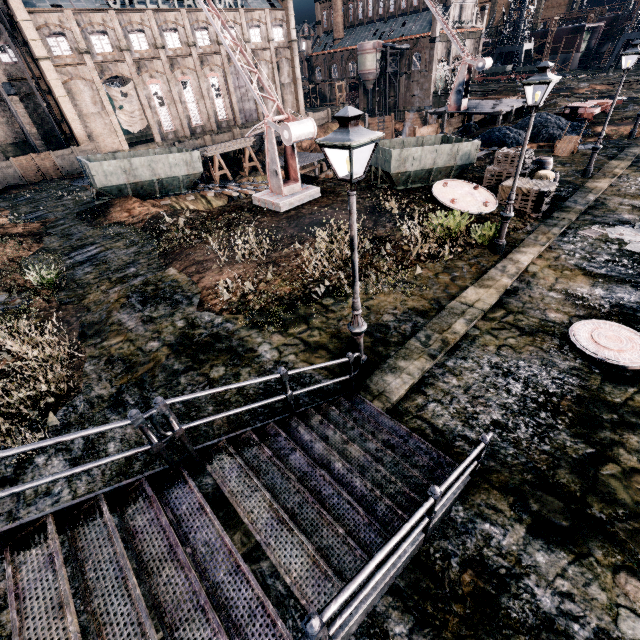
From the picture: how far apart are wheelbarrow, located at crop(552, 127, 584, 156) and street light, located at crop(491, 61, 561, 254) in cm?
1566

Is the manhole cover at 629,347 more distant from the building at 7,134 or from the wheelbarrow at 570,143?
the building at 7,134

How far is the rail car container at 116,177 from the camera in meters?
23.3

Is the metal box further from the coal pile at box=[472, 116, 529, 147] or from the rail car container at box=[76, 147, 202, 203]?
the coal pile at box=[472, 116, 529, 147]

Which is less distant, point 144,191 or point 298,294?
point 298,294

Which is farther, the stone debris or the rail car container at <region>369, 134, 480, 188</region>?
the stone debris

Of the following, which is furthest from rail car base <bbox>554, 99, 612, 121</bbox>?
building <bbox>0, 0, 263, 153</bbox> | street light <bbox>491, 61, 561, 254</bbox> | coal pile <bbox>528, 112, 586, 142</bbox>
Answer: building <bbox>0, 0, 263, 153</bbox>

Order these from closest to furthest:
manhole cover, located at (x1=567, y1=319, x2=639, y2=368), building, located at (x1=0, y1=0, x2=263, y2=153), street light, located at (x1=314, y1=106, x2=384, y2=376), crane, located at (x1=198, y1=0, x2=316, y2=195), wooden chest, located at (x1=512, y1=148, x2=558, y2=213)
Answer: street light, located at (x1=314, y1=106, x2=384, y2=376) < manhole cover, located at (x1=567, y1=319, x2=639, y2=368) < wooden chest, located at (x1=512, y1=148, x2=558, y2=213) < crane, located at (x1=198, y1=0, x2=316, y2=195) < building, located at (x1=0, y1=0, x2=263, y2=153)
